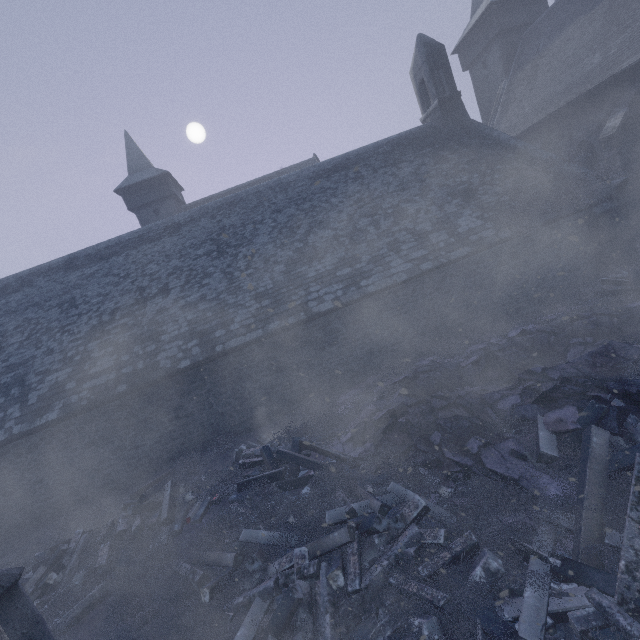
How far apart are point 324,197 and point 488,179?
6.8m

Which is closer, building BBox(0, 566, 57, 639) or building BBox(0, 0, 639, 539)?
building BBox(0, 566, 57, 639)

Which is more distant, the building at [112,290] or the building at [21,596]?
the building at [112,290]

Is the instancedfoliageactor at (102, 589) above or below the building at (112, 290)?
below

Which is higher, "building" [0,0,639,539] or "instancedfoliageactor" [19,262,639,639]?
"building" [0,0,639,539]

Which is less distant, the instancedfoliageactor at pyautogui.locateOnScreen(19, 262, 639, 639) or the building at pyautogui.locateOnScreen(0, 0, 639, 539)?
the instancedfoliageactor at pyautogui.locateOnScreen(19, 262, 639, 639)
